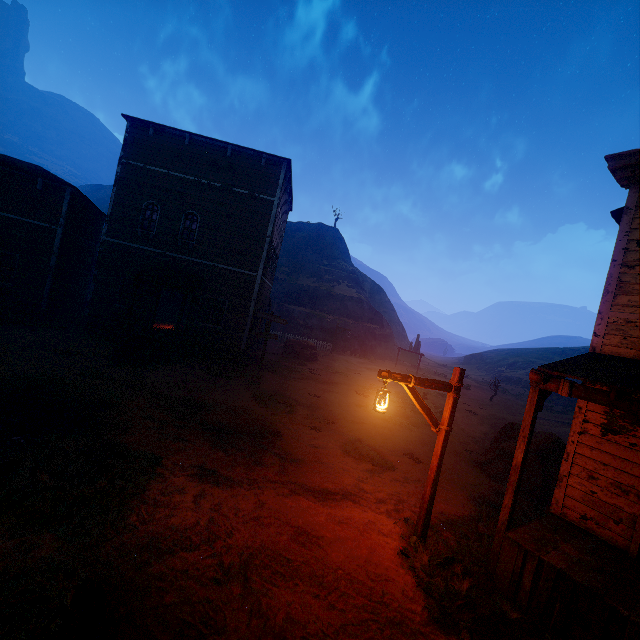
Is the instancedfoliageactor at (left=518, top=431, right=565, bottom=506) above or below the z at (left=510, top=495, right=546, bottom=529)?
above

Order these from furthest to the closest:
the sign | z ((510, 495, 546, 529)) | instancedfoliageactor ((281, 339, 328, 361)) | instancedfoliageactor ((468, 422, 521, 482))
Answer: the sign, instancedfoliageactor ((281, 339, 328, 361)), instancedfoliageactor ((468, 422, 521, 482)), z ((510, 495, 546, 529))

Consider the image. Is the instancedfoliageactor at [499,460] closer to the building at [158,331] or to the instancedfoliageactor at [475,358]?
the building at [158,331]

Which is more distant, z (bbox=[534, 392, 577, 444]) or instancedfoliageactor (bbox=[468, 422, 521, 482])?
z (bbox=[534, 392, 577, 444])

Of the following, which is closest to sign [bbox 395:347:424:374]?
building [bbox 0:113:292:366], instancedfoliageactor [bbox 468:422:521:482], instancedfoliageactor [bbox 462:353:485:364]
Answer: building [bbox 0:113:292:366]

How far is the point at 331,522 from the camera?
6.05m

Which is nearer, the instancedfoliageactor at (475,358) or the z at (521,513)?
the z at (521,513)

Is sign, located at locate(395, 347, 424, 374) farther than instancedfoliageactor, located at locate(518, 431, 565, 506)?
Yes
